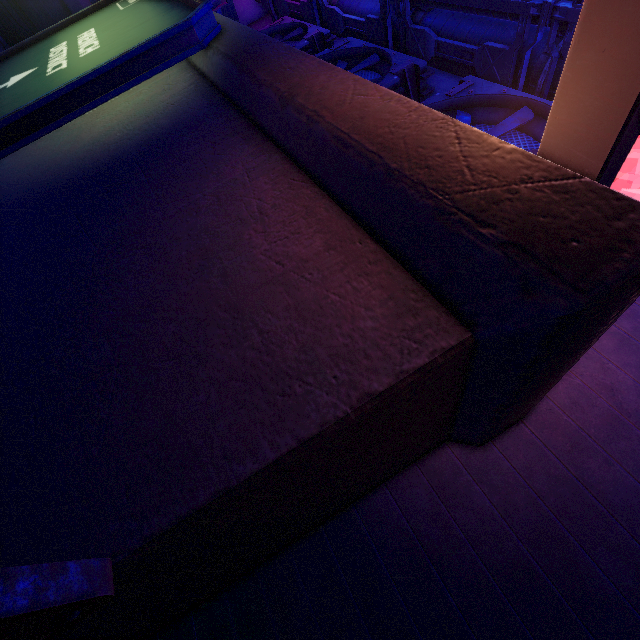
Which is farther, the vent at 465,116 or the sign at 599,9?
the vent at 465,116

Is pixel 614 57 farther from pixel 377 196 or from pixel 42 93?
pixel 42 93

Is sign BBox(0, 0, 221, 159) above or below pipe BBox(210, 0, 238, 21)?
below

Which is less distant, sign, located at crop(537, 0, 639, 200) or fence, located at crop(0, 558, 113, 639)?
fence, located at crop(0, 558, 113, 639)

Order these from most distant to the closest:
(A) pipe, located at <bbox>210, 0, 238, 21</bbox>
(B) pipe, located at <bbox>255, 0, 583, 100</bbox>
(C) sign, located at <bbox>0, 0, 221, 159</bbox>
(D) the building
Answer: (D) the building, (A) pipe, located at <bbox>210, 0, 238, 21</bbox>, (B) pipe, located at <bbox>255, 0, 583, 100</bbox>, (C) sign, located at <bbox>0, 0, 221, 159</bbox>

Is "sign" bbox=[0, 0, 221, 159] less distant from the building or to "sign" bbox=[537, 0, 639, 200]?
"sign" bbox=[537, 0, 639, 200]

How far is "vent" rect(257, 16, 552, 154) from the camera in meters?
6.4 m

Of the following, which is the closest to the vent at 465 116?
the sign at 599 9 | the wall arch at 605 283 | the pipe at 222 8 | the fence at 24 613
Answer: the pipe at 222 8
